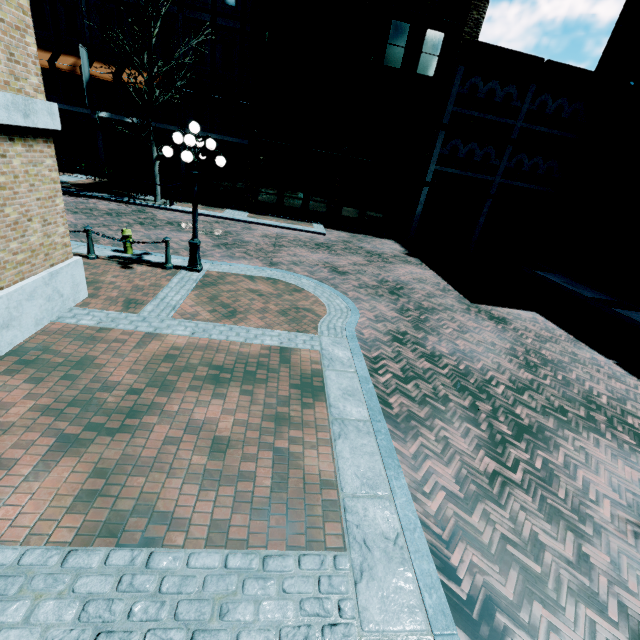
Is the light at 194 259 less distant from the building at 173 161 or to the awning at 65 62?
the building at 173 161

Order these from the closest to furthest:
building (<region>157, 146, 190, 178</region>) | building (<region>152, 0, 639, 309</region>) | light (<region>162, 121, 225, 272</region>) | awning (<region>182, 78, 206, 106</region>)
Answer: light (<region>162, 121, 225, 272</region>) → building (<region>152, 0, 639, 309</region>) → awning (<region>182, 78, 206, 106</region>) → building (<region>157, 146, 190, 178</region>)

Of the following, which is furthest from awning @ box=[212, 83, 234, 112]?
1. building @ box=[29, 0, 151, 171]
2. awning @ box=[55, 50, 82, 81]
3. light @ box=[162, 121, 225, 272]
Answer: light @ box=[162, 121, 225, 272]

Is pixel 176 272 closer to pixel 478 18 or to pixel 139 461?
pixel 139 461

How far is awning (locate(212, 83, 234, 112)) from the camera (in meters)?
18.84

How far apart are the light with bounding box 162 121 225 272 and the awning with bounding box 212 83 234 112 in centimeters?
1349cm

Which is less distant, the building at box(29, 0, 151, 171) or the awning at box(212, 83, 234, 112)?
the building at box(29, 0, 151, 171)

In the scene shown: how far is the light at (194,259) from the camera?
7.43m
